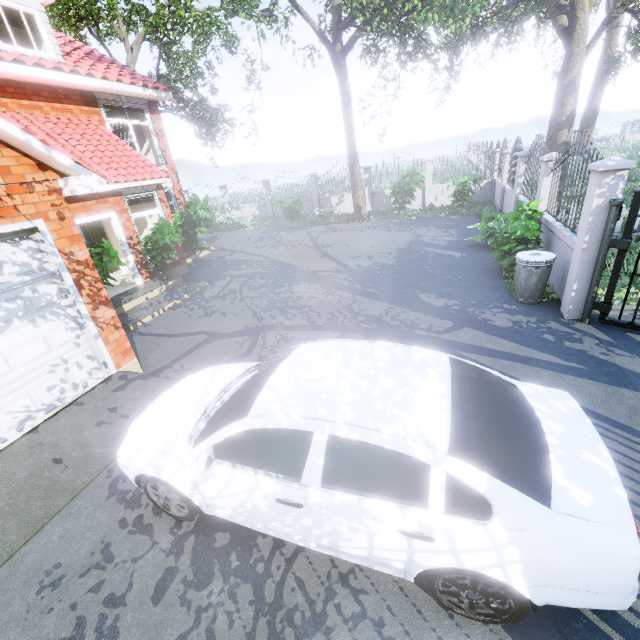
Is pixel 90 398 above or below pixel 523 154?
below

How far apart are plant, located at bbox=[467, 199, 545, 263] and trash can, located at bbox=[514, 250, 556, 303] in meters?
0.6 m

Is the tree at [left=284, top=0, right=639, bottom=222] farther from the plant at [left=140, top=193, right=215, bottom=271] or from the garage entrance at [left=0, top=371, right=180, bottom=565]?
the garage entrance at [left=0, top=371, right=180, bottom=565]

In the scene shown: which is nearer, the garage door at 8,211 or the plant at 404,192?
the garage door at 8,211

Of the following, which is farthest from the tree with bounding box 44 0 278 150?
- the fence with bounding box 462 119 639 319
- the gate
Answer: the gate

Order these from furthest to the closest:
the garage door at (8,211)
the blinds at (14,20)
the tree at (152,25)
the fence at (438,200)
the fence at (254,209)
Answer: the fence at (254,209), the fence at (438,200), the tree at (152,25), the blinds at (14,20), the garage door at (8,211)

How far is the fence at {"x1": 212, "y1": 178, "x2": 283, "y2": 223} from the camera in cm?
2069

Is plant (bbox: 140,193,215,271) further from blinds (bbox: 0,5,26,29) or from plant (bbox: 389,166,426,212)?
plant (bbox: 389,166,426,212)
